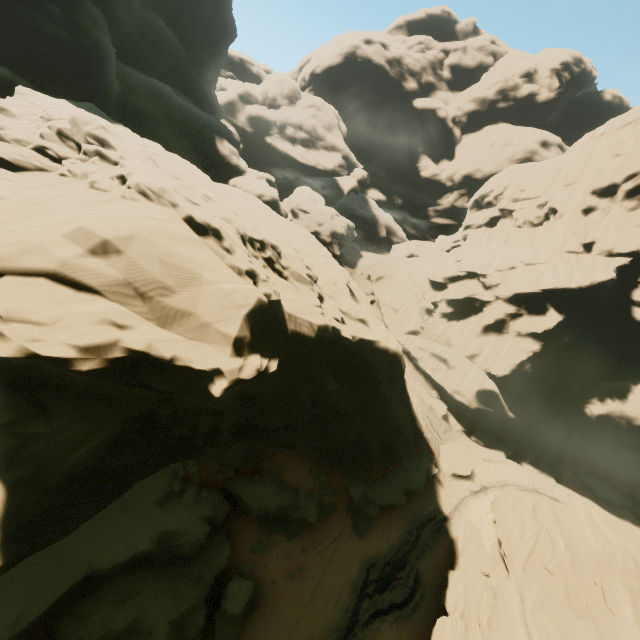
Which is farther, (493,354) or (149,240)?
(493,354)

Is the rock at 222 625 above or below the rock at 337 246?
below

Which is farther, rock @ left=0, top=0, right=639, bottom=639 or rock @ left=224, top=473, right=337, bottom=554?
rock @ left=224, top=473, right=337, bottom=554

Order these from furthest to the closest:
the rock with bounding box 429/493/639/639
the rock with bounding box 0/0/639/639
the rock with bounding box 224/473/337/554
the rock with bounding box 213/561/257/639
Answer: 1. the rock with bounding box 224/473/337/554
2. the rock with bounding box 213/561/257/639
3. the rock with bounding box 429/493/639/639
4. the rock with bounding box 0/0/639/639

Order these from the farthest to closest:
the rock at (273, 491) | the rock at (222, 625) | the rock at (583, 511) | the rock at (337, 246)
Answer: the rock at (273, 491), the rock at (222, 625), the rock at (583, 511), the rock at (337, 246)
